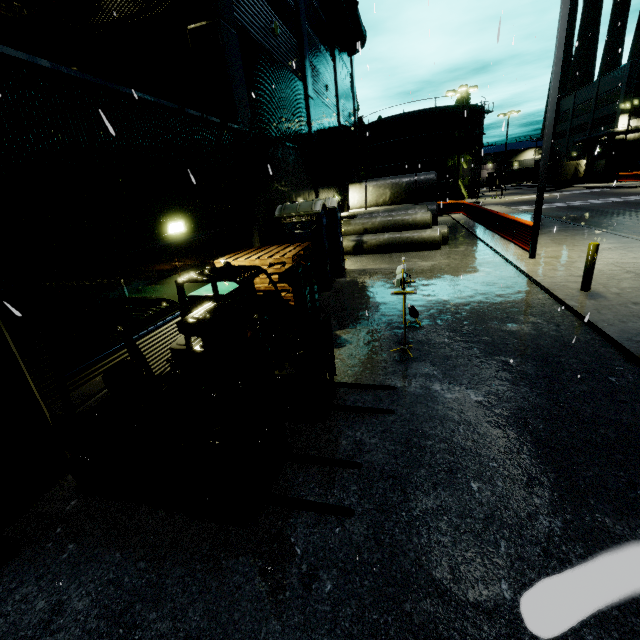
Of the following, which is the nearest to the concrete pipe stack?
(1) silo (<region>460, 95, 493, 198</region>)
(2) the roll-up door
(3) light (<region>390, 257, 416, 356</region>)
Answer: (1) silo (<region>460, 95, 493, 198</region>)

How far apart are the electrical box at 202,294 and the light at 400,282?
2.98m

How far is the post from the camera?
7.7m

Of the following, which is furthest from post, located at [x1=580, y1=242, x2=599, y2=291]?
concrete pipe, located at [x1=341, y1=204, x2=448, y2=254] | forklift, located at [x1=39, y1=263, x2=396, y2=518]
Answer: concrete pipe, located at [x1=341, y1=204, x2=448, y2=254]

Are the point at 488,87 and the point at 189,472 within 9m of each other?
no

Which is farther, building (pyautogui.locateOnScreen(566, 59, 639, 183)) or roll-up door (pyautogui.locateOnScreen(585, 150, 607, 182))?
roll-up door (pyautogui.locateOnScreen(585, 150, 607, 182))

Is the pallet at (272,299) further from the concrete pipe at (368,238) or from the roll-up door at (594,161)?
the roll-up door at (594,161)

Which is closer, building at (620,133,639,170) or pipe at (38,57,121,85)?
pipe at (38,57,121,85)
